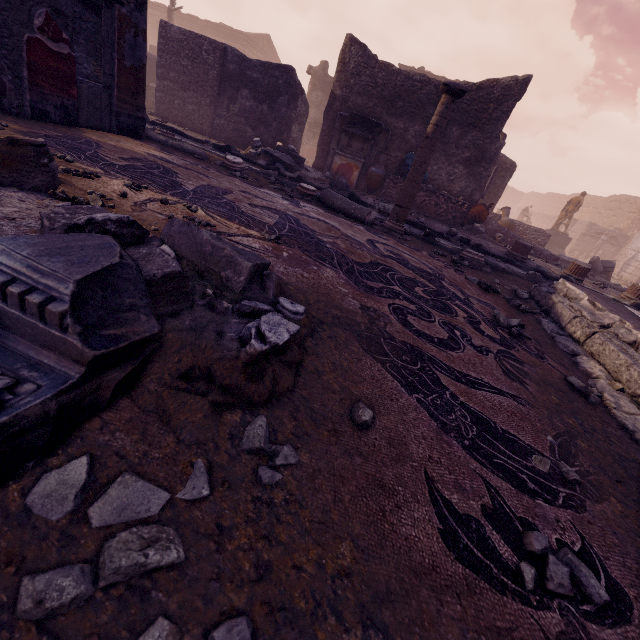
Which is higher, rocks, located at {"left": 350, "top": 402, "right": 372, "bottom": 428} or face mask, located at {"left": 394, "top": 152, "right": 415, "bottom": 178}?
face mask, located at {"left": 394, "top": 152, "right": 415, "bottom": 178}

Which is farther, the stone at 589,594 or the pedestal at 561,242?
the pedestal at 561,242

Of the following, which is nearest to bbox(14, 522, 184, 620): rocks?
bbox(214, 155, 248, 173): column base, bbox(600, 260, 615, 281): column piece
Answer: bbox(214, 155, 248, 173): column base

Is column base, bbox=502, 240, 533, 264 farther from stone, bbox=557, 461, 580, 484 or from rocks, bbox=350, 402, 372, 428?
rocks, bbox=350, 402, 372, 428

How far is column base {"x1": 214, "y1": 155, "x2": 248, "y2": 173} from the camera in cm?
657

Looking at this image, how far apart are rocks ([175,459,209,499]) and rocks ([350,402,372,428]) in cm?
62

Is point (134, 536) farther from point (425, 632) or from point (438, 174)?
point (438, 174)

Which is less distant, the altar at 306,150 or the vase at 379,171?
the vase at 379,171
